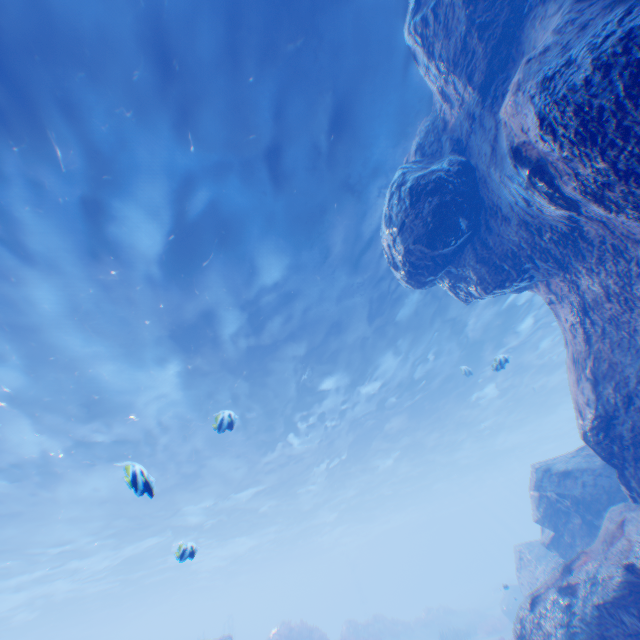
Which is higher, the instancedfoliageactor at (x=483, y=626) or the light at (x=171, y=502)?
the light at (x=171, y=502)

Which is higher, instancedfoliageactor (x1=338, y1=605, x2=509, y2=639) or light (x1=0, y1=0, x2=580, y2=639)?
light (x1=0, y1=0, x2=580, y2=639)

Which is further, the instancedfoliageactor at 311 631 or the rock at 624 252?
the instancedfoliageactor at 311 631

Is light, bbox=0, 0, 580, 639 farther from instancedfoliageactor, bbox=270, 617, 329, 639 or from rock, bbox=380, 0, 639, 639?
instancedfoliageactor, bbox=270, 617, 329, 639

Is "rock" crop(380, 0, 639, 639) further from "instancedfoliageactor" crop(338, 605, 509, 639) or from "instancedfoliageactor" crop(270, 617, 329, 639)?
"instancedfoliageactor" crop(270, 617, 329, 639)

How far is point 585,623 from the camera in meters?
5.7 m

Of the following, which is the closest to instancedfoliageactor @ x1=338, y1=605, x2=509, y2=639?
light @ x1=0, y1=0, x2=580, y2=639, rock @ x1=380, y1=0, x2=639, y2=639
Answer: rock @ x1=380, y1=0, x2=639, y2=639

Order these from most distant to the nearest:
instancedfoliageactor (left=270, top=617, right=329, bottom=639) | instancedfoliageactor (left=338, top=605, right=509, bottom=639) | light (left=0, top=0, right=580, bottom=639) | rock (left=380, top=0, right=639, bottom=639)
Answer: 1. instancedfoliageactor (left=338, top=605, right=509, bottom=639)
2. instancedfoliageactor (left=270, top=617, right=329, bottom=639)
3. light (left=0, top=0, right=580, bottom=639)
4. rock (left=380, top=0, right=639, bottom=639)
